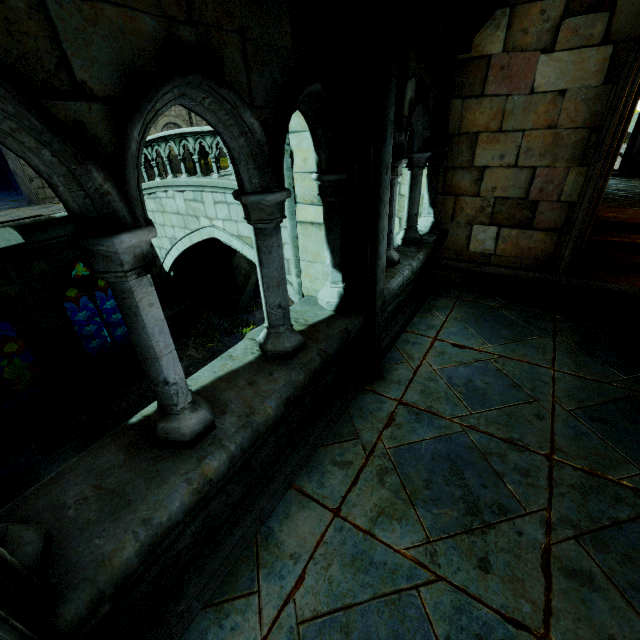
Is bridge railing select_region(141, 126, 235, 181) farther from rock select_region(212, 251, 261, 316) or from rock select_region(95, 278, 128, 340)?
rock select_region(95, 278, 128, 340)

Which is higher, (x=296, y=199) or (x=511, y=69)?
(x=511, y=69)

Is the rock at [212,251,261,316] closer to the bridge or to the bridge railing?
the bridge

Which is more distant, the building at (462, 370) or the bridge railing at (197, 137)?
the bridge railing at (197, 137)

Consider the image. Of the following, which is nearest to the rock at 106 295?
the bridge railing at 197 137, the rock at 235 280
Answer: the rock at 235 280

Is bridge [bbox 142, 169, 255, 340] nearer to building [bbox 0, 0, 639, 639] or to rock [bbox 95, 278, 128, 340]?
building [bbox 0, 0, 639, 639]

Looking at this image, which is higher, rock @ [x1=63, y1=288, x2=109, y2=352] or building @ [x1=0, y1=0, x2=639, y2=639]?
building @ [x1=0, y1=0, x2=639, y2=639]

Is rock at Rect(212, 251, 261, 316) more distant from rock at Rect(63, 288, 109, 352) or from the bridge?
rock at Rect(63, 288, 109, 352)
